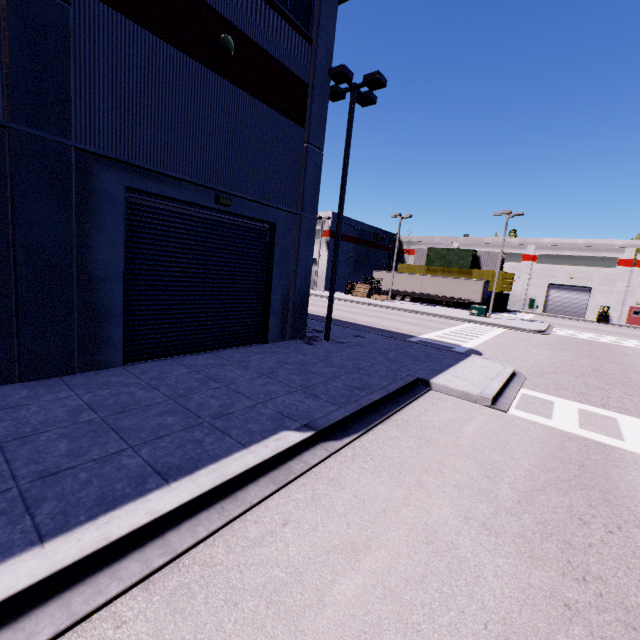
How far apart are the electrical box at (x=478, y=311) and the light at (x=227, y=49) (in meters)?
28.98

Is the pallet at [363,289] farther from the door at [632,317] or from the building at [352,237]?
the door at [632,317]

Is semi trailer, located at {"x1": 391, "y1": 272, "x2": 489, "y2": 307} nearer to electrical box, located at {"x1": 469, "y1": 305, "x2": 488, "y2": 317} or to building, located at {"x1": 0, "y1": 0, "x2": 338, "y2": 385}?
building, located at {"x1": 0, "y1": 0, "x2": 338, "y2": 385}

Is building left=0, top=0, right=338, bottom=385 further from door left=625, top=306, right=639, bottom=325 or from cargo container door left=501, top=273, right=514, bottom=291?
cargo container door left=501, top=273, right=514, bottom=291

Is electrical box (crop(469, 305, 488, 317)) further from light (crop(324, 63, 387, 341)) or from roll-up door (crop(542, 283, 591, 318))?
light (crop(324, 63, 387, 341))

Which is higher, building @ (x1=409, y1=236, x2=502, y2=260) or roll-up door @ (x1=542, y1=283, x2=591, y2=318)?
building @ (x1=409, y1=236, x2=502, y2=260)

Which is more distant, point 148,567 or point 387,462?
point 387,462

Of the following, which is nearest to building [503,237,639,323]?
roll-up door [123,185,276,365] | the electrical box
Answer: roll-up door [123,185,276,365]
